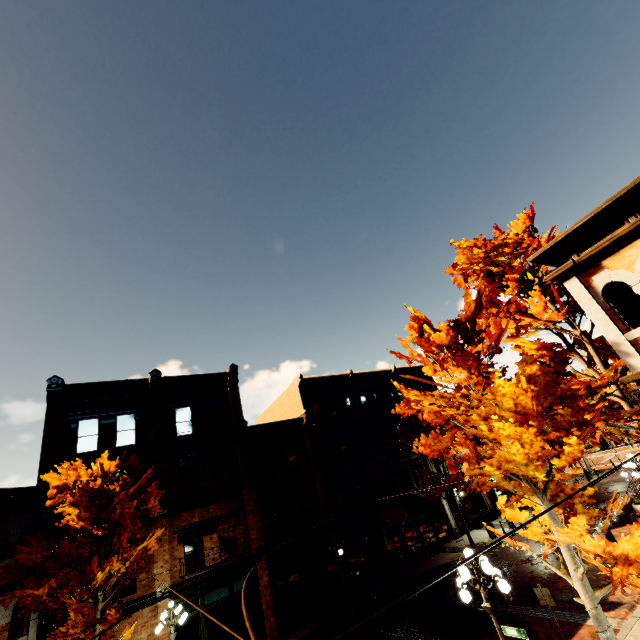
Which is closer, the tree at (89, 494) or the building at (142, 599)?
the tree at (89, 494)

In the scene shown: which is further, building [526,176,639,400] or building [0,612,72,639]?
building [0,612,72,639]

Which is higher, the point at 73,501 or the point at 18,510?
the point at 18,510

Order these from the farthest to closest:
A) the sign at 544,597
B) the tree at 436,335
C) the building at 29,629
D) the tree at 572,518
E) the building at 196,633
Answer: the building at 196,633, the building at 29,629, the sign at 544,597, the tree at 436,335, the tree at 572,518

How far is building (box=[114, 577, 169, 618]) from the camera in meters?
14.8

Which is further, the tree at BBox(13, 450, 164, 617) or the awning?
the awning

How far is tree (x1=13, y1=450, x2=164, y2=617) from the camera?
11.90m

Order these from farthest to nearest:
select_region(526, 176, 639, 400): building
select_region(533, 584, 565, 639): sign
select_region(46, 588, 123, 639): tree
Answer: select_region(46, 588, 123, 639): tree → select_region(533, 584, 565, 639): sign → select_region(526, 176, 639, 400): building
